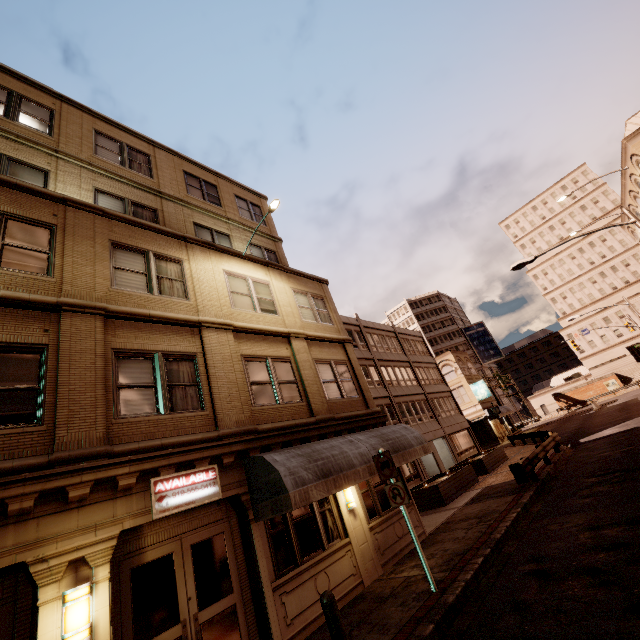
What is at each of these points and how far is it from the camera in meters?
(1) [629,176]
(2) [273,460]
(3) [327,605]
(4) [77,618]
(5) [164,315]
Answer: (1) building, 29.0 m
(2) awning, 7.8 m
(3) bollard, 5.3 m
(4) wall light, 5.0 m
(5) building, 9.0 m

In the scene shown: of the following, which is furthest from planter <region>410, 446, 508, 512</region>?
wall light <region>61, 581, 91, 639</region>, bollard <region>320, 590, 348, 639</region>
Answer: wall light <region>61, 581, 91, 639</region>

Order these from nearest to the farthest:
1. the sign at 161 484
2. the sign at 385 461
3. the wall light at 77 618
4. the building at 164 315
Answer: the wall light at 77 618, the building at 164 315, the sign at 161 484, the sign at 385 461

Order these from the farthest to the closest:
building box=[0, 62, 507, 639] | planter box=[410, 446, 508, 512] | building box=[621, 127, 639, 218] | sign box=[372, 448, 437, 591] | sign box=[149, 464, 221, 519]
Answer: building box=[621, 127, 639, 218] < planter box=[410, 446, 508, 512] < sign box=[372, 448, 437, 591] < sign box=[149, 464, 221, 519] < building box=[0, 62, 507, 639]

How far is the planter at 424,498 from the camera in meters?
16.1 m

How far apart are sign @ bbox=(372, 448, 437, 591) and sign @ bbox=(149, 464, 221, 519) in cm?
386

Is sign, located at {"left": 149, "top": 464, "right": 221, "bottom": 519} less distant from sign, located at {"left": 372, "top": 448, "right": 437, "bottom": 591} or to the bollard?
the bollard

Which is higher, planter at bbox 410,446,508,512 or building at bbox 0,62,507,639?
building at bbox 0,62,507,639
